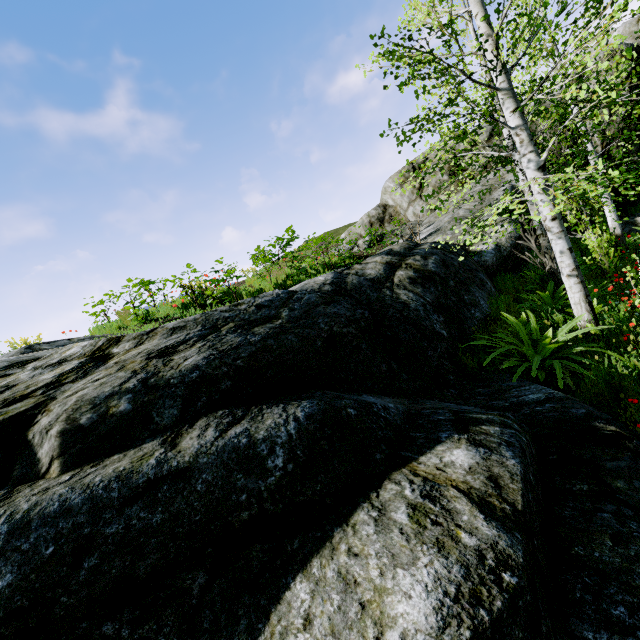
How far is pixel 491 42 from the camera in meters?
5.3

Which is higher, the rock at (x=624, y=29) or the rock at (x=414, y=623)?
the rock at (x=624, y=29)

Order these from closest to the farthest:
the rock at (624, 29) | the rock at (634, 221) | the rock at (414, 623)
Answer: the rock at (414, 623) → the rock at (634, 221) → the rock at (624, 29)

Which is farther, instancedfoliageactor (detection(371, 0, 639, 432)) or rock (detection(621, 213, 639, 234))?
rock (detection(621, 213, 639, 234))

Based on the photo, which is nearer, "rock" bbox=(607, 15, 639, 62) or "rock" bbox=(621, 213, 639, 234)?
"rock" bbox=(621, 213, 639, 234)

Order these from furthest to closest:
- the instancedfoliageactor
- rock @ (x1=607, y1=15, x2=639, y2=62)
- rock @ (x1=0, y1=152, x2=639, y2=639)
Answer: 1. rock @ (x1=607, y1=15, x2=639, y2=62)
2. the instancedfoliageactor
3. rock @ (x1=0, y1=152, x2=639, y2=639)
